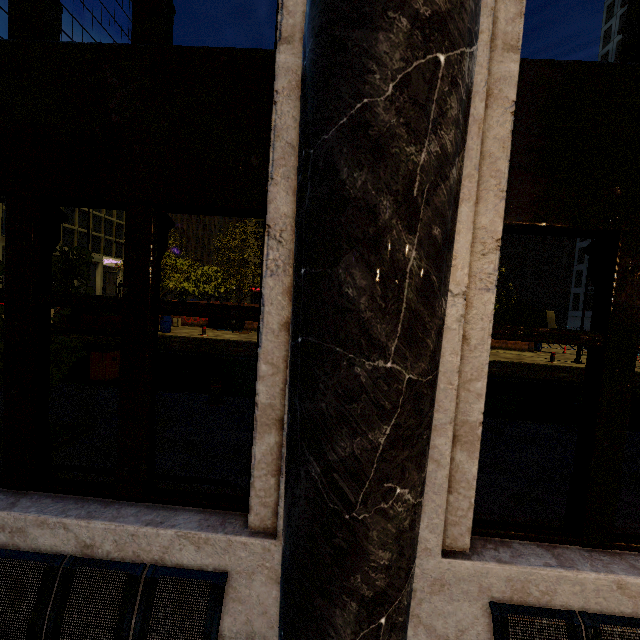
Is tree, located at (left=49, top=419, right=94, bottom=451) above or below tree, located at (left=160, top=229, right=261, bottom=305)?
below

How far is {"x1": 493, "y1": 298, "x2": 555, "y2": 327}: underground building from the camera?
36.50m

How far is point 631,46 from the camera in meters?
2.0

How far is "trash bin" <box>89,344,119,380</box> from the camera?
8.4m

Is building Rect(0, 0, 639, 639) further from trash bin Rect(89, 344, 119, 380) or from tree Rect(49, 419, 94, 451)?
trash bin Rect(89, 344, 119, 380)

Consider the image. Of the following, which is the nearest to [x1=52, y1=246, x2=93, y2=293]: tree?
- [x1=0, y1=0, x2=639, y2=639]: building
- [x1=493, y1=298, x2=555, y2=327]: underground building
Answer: [x1=493, y1=298, x2=555, y2=327]: underground building

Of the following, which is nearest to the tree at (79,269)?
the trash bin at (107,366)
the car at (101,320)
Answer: the trash bin at (107,366)

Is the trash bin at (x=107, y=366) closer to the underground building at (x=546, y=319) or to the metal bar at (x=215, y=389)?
the metal bar at (x=215, y=389)
